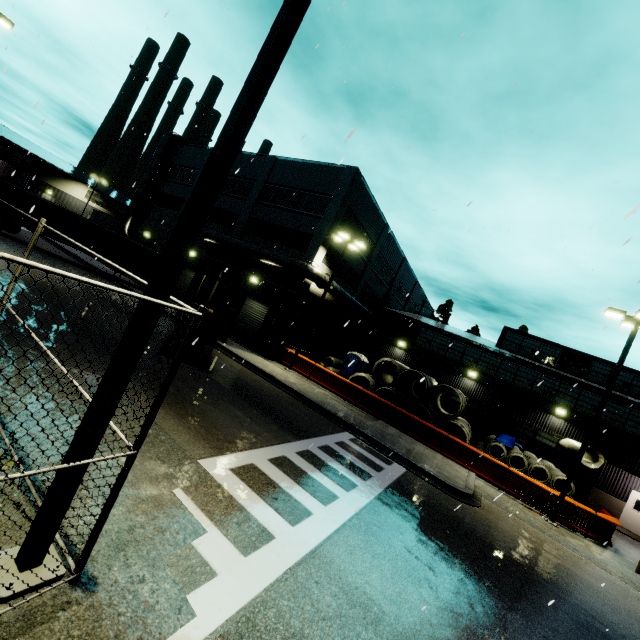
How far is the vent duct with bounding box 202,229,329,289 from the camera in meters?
21.7

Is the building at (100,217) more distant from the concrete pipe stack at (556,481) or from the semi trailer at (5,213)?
the semi trailer at (5,213)

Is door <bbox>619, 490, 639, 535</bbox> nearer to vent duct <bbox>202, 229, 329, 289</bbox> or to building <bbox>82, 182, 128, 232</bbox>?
building <bbox>82, 182, 128, 232</bbox>

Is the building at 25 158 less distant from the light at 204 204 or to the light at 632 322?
the light at 632 322

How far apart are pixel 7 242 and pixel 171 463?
25.41m

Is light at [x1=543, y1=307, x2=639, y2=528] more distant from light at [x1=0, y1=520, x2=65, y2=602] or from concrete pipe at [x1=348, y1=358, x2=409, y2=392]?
light at [x1=0, y1=520, x2=65, y2=602]

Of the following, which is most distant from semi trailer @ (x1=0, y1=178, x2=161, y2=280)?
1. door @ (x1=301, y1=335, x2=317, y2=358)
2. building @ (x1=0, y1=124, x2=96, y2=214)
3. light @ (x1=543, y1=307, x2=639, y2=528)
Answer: light @ (x1=543, y1=307, x2=639, y2=528)

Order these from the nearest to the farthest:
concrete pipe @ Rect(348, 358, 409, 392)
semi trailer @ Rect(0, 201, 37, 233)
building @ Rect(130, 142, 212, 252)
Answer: concrete pipe @ Rect(348, 358, 409, 392)
semi trailer @ Rect(0, 201, 37, 233)
building @ Rect(130, 142, 212, 252)
